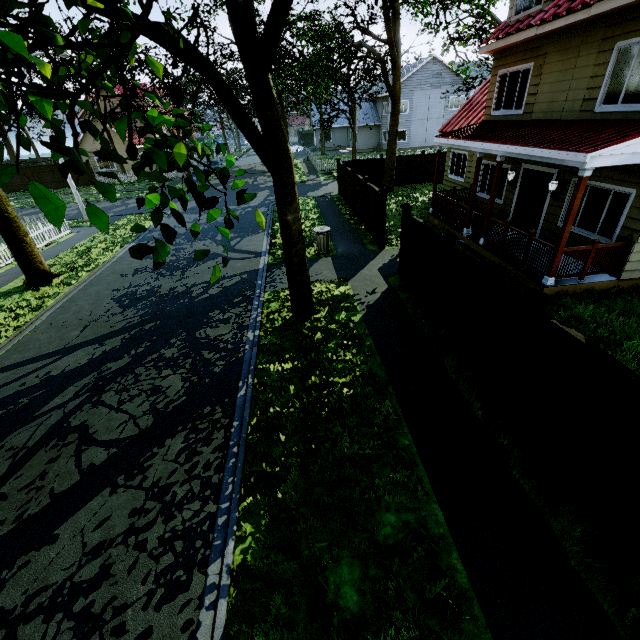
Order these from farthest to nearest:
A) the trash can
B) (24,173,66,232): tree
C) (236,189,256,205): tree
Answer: the trash can
(236,189,256,205): tree
(24,173,66,232): tree

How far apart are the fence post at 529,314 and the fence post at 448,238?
2.49m

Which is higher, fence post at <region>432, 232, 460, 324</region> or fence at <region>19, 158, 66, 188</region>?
fence post at <region>432, 232, 460, 324</region>

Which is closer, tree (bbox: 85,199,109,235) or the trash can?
tree (bbox: 85,199,109,235)

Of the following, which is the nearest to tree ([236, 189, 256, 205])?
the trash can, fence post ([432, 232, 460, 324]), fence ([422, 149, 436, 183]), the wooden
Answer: fence ([422, 149, 436, 183])

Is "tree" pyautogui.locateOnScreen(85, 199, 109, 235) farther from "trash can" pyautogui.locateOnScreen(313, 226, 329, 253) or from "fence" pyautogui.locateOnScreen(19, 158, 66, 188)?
"trash can" pyautogui.locateOnScreen(313, 226, 329, 253)

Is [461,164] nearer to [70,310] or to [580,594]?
[580,594]

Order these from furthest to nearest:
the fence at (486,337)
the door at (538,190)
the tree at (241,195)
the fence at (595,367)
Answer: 1. the door at (538,190)
2. the fence at (486,337)
3. the fence at (595,367)
4. the tree at (241,195)
